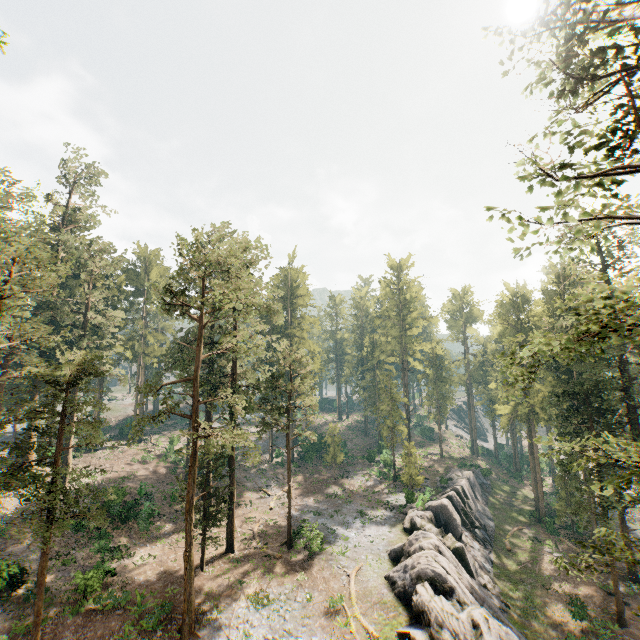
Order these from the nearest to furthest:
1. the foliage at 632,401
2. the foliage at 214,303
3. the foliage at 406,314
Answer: the foliage at 632,401 < the foliage at 214,303 < the foliage at 406,314

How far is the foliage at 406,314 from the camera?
44.8m

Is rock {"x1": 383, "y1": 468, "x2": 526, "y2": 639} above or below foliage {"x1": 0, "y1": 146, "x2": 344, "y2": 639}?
below

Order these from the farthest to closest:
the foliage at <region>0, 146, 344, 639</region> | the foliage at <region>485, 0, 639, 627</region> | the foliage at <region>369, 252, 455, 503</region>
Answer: the foliage at <region>369, 252, 455, 503</region>
the foliage at <region>0, 146, 344, 639</region>
the foliage at <region>485, 0, 639, 627</region>

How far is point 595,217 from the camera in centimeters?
764cm

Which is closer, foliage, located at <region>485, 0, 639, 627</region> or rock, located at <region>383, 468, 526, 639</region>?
foliage, located at <region>485, 0, 639, 627</region>

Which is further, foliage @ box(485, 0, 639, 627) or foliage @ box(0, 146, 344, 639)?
foliage @ box(0, 146, 344, 639)
